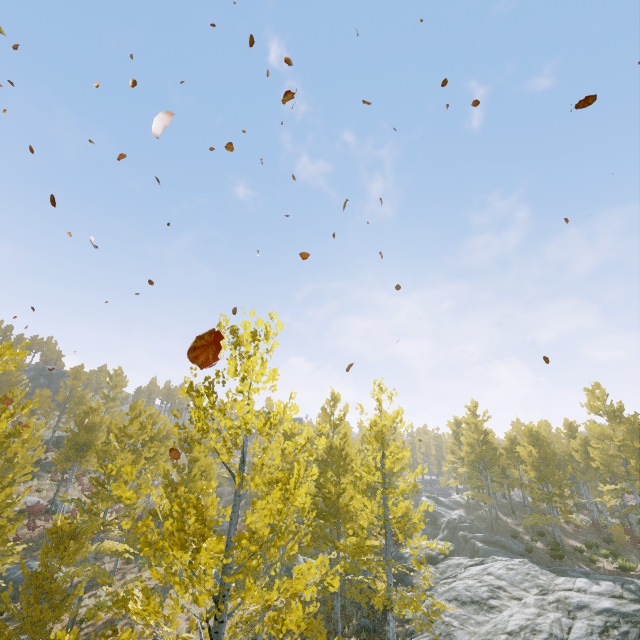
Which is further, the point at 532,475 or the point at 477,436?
the point at 477,436

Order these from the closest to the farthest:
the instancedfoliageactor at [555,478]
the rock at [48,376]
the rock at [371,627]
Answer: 1. the rock at [371,627]
2. the instancedfoliageactor at [555,478]
3. the rock at [48,376]

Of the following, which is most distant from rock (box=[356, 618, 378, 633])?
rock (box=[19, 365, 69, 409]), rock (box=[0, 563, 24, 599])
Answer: rock (box=[19, 365, 69, 409])

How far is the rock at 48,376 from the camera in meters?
50.7

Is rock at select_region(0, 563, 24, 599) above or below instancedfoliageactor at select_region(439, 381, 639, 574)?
below

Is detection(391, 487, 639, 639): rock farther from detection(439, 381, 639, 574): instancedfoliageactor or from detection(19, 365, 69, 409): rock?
detection(19, 365, 69, 409): rock

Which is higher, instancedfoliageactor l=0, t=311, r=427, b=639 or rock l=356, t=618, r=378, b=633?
instancedfoliageactor l=0, t=311, r=427, b=639

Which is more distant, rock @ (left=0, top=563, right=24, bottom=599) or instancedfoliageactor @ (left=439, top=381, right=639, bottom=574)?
instancedfoliageactor @ (left=439, top=381, right=639, bottom=574)
